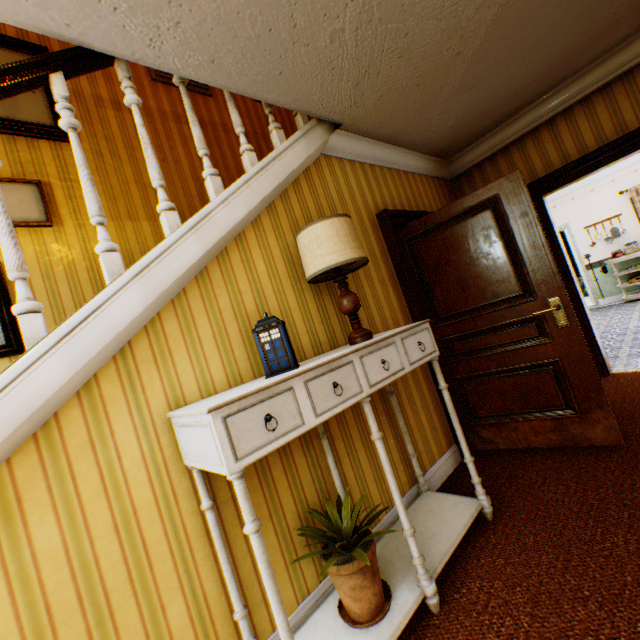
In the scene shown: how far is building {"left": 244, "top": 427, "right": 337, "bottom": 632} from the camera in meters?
1.7

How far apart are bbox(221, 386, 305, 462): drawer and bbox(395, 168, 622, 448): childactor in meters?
2.1

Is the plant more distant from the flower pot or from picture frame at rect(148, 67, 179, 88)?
picture frame at rect(148, 67, 179, 88)

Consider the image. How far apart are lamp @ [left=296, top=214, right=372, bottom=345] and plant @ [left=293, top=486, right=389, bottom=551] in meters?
0.9

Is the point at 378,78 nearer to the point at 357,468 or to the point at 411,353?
A: the point at 411,353

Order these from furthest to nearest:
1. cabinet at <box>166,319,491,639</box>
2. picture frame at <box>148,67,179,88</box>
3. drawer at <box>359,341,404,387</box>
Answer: picture frame at <box>148,67,179,88</box> < drawer at <box>359,341,404,387</box> < cabinet at <box>166,319,491,639</box>

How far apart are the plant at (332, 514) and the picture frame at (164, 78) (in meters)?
4.78

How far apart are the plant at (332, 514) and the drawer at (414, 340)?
0.75m
